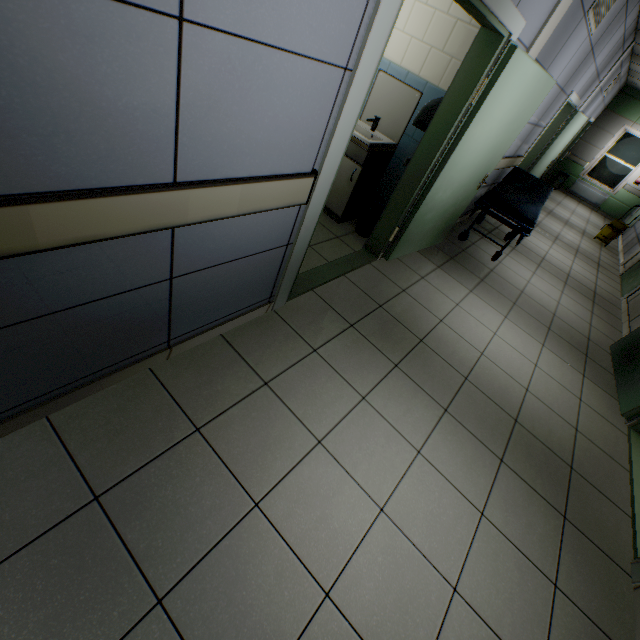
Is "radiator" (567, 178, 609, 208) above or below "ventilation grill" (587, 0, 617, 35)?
below

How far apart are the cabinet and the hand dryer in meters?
0.6 m

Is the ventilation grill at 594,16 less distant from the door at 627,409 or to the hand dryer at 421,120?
the hand dryer at 421,120

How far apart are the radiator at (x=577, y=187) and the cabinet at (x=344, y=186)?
12.7 meters

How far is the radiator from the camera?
11.57m

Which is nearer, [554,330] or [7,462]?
[7,462]

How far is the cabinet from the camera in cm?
355

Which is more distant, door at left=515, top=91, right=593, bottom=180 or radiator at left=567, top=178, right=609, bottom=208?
radiator at left=567, top=178, right=609, bottom=208
